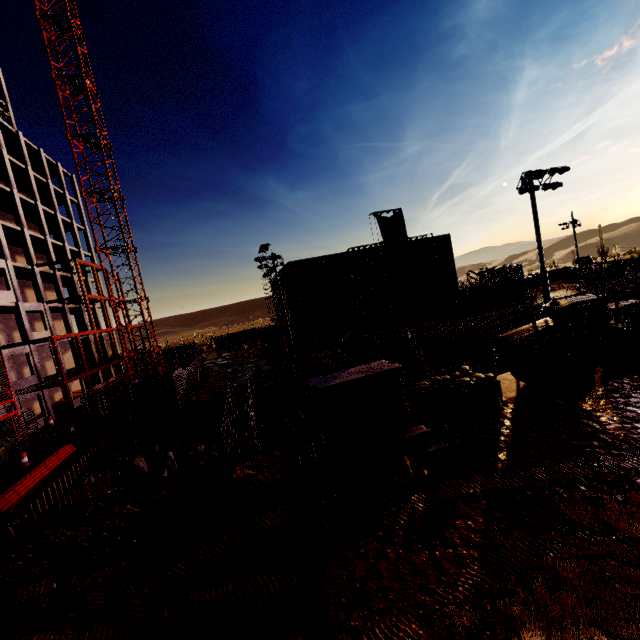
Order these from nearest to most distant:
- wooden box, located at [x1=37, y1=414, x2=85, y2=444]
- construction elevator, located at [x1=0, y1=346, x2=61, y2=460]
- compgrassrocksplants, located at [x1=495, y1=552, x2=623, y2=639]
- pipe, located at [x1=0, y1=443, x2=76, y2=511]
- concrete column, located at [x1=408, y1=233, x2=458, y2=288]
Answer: compgrassrocksplants, located at [x1=495, y1=552, x2=623, y2=639] < pipe, located at [x1=0, y1=443, x2=76, y2=511] < construction elevator, located at [x1=0, y1=346, x2=61, y2=460] < wooden box, located at [x1=37, y1=414, x2=85, y2=444] < concrete column, located at [x1=408, y1=233, x2=458, y2=288]

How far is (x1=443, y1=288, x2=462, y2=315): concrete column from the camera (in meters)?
46.69

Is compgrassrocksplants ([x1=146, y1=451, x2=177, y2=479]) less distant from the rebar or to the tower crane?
the tower crane

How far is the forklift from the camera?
34.6m

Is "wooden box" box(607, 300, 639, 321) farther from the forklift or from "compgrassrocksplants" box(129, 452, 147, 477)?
"compgrassrocksplants" box(129, 452, 147, 477)

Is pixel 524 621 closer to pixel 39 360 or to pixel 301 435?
pixel 301 435

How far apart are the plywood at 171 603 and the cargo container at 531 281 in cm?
6160

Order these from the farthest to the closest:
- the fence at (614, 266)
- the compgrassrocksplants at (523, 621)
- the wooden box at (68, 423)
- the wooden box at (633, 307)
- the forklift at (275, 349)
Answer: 1. the fence at (614, 266)
2. the forklift at (275, 349)
3. the wooden box at (68, 423)
4. the wooden box at (633, 307)
5. the compgrassrocksplants at (523, 621)
